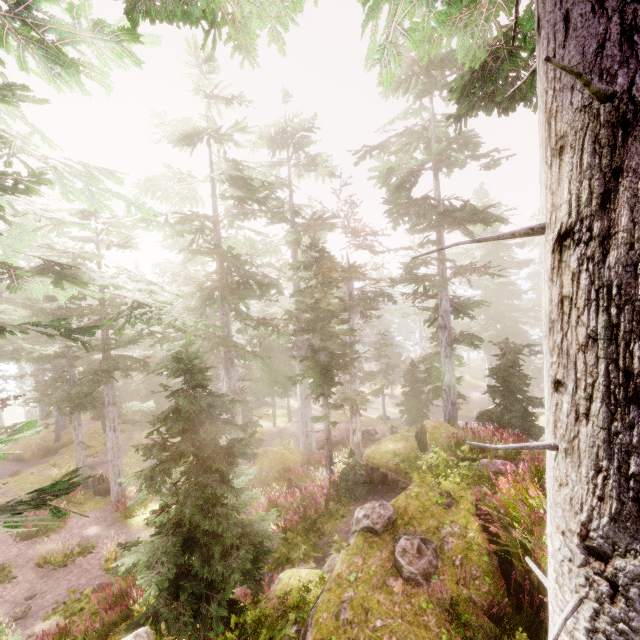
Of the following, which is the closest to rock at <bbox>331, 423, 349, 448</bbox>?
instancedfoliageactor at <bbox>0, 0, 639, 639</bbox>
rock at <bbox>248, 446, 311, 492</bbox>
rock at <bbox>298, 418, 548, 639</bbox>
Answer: instancedfoliageactor at <bbox>0, 0, 639, 639</bbox>

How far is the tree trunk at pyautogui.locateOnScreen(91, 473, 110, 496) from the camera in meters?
21.6

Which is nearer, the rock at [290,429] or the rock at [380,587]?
the rock at [380,587]

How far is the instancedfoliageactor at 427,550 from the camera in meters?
4.9 m

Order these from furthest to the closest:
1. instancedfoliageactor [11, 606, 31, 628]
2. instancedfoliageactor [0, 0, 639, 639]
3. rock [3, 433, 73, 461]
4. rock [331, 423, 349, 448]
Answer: rock [331, 423, 349, 448]
rock [3, 433, 73, 461]
instancedfoliageactor [11, 606, 31, 628]
instancedfoliageactor [0, 0, 639, 639]

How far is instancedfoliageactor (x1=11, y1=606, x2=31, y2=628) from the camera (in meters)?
10.77

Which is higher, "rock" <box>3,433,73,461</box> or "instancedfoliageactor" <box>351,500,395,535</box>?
"instancedfoliageactor" <box>351,500,395,535</box>

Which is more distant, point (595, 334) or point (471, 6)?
point (471, 6)
